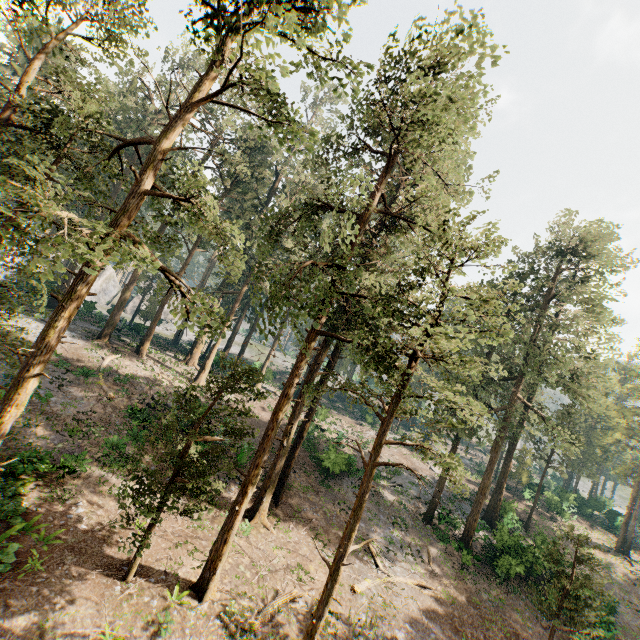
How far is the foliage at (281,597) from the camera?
13.4 meters

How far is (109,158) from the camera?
11.02m

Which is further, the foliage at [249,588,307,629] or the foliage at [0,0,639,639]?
the foliage at [249,588,307,629]

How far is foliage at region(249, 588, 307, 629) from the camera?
13.38m

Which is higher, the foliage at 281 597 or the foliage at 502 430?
the foliage at 502 430

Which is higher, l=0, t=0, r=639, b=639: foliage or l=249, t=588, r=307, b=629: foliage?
l=0, t=0, r=639, b=639: foliage
